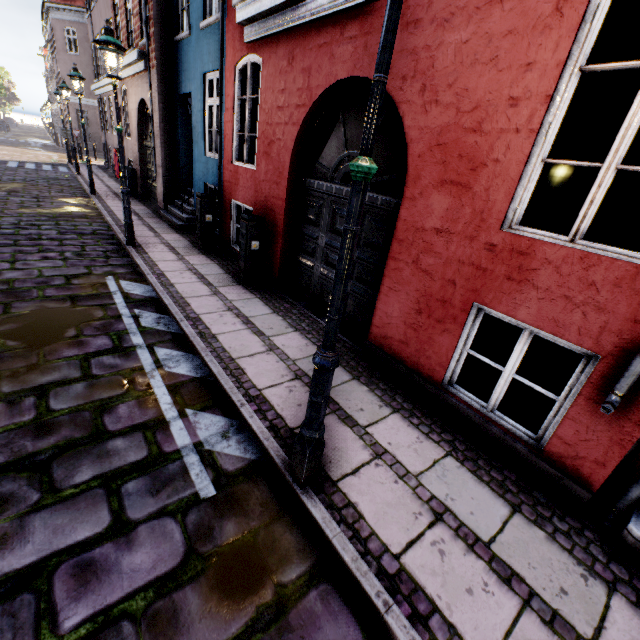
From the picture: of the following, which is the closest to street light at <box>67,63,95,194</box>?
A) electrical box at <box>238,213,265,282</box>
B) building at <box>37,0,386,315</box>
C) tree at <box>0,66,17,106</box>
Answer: tree at <box>0,66,17,106</box>

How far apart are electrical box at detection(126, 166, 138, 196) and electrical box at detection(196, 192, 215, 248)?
7.2m

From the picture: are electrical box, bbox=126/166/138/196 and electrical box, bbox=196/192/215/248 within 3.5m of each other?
no

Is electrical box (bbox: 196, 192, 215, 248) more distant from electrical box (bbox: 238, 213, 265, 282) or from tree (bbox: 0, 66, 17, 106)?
tree (bbox: 0, 66, 17, 106)

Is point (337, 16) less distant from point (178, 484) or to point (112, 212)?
point (178, 484)

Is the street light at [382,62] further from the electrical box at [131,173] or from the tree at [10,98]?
the electrical box at [131,173]

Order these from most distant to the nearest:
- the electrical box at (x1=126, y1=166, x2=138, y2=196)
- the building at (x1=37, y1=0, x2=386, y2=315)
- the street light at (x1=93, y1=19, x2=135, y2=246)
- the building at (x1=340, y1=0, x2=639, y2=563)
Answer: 1. the electrical box at (x1=126, y1=166, x2=138, y2=196)
2. the street light at (x1=93, y1=19, x2=135, y2=246)
3. the building at (x1=37, y1=0, x2=386, y2=315)
4. the building at (x1=340, y1=0, x2=639, y2=563)

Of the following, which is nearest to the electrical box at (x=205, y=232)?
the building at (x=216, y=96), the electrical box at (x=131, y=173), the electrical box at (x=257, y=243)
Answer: the building at (x=216, y=96)
